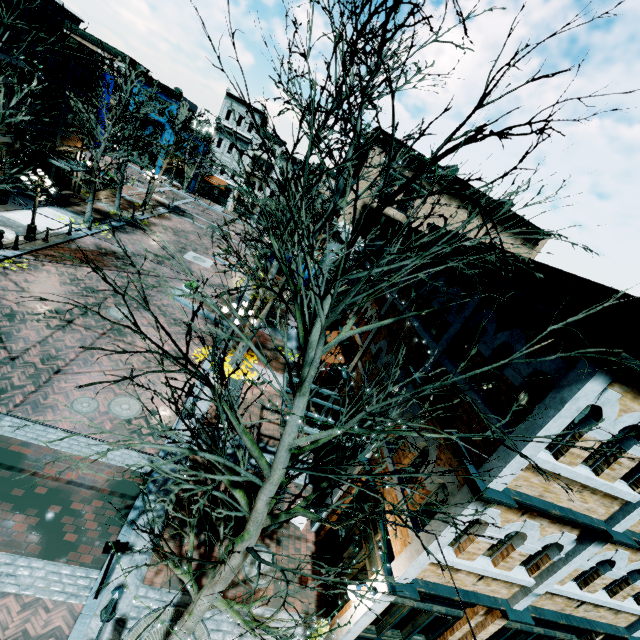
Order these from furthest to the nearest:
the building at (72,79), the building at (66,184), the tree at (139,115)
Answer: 1. the building at (66,184)
2. the building at (72,79)
3. the tree at (139,115)

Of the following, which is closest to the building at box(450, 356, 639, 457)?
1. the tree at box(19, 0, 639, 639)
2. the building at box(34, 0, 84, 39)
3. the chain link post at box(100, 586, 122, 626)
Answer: the tree at box(19, 0, 639, 639)

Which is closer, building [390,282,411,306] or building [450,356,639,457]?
building [450,356,639,457]

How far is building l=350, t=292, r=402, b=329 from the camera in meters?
11.3

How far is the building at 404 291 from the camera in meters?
10.7 m

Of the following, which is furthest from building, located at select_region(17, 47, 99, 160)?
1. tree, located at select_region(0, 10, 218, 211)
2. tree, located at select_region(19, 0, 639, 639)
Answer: tree, located at select_region(19, 0, 639, 639)

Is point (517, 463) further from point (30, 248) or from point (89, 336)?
point (30, 248)

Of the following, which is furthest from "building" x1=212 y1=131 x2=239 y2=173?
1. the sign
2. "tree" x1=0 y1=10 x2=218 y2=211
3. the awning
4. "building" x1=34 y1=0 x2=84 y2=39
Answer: the sign
